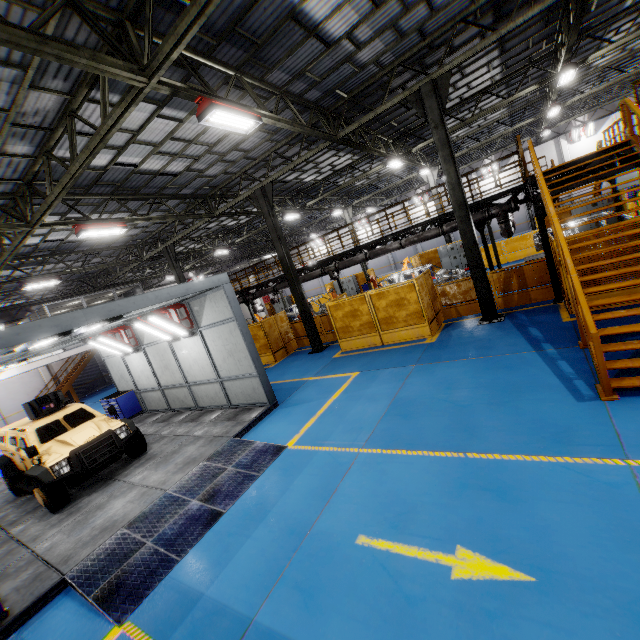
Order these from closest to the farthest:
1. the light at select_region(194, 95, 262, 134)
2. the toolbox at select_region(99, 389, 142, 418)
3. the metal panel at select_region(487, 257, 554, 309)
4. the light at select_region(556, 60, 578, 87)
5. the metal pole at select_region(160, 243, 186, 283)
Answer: the light at select_region(194, 95, 262, 134), the metal panel at select_region(487, 257, 554, 309), the light at select_region(556, 60, 578, 87), the toolbox at select_region(99, 389, 142, 418), the metal pole at select_region(160, 243, 186, 283)

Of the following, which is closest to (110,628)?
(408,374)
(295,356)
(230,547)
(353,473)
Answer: (230,547)

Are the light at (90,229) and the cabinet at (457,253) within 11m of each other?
no

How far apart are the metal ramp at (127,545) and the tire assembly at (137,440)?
2.9m

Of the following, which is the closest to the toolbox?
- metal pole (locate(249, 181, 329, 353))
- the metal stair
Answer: metal pole (locate(249, 181, 329, 353))

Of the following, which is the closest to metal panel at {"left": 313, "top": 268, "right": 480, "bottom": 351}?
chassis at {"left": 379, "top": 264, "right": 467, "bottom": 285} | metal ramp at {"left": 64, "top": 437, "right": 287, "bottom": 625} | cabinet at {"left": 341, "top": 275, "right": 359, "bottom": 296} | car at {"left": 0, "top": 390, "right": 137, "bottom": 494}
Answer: cabinet at {"left": 341, "top": 275, "right": 359, "bottom": 296}

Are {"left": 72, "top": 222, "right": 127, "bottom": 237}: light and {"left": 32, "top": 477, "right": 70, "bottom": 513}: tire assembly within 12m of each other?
yes

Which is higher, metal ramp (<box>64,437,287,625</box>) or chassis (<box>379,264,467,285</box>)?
chassis (<box>379,264,467,285</box>)
